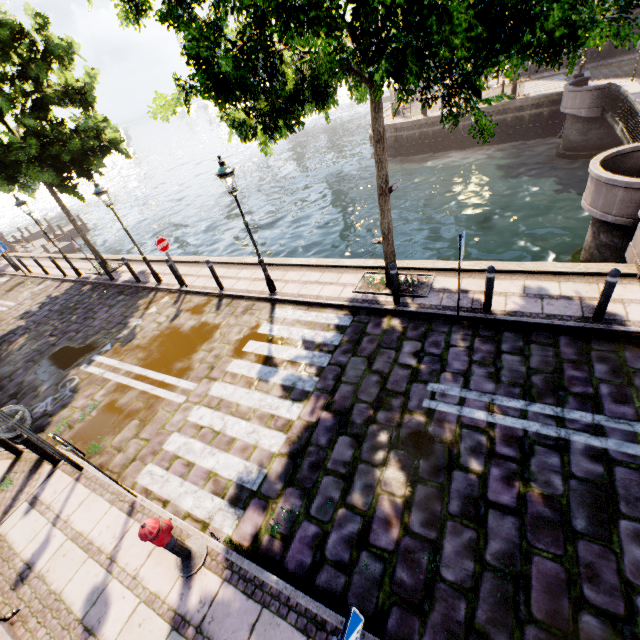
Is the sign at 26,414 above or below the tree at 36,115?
below

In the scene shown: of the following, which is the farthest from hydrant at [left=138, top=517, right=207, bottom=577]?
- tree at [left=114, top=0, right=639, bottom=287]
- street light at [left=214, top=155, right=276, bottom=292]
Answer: street light at [left=214, top=155, right=276, bottom=292]

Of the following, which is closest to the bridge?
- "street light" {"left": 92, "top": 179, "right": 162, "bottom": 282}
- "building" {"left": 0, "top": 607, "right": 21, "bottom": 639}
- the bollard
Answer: the bollard

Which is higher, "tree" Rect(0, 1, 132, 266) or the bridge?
"tree" Rect(0, 1, 132, 266)

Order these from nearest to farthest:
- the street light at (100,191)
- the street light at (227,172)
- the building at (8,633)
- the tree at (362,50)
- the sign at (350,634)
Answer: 1. the sign at (350,634)
2. the tree at (362,50)
3. the building at (8,633)
4. the street light at (227,172)
5. the street light at (100,191)

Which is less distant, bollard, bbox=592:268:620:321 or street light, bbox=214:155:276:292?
bollard, bbox=592:268:620:321

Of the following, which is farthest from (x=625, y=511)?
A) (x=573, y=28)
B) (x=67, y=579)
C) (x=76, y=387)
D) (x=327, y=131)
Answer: (x=327, y=131)

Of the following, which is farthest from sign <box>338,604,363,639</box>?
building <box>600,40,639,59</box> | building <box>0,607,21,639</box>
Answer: building <box>600,40,639,59</box>
